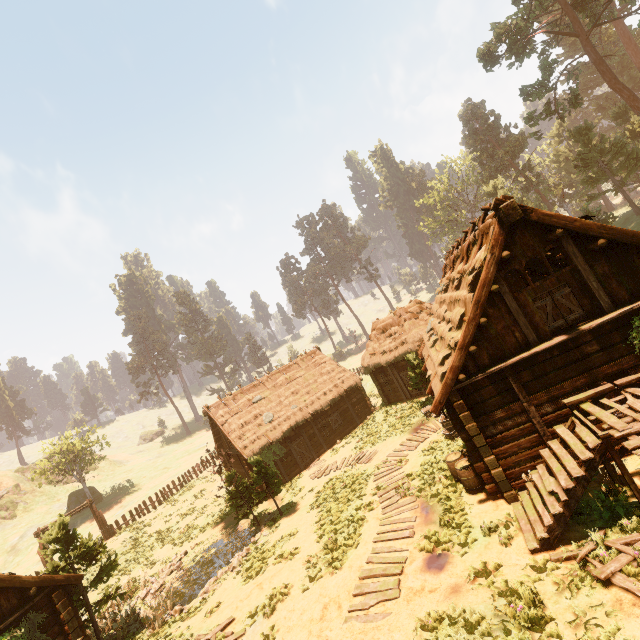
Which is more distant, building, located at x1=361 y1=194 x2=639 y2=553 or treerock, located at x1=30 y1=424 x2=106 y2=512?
treerock, located at x1=30 y1=424 x2=106 y2=512

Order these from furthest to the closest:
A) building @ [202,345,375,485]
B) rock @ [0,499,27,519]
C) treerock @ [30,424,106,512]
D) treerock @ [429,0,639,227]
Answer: rock @ [0,499,27,519] < treerock @ [30,424,106,512] < treerock @ [429,0,639,227] < building @ [202,345,375,485]

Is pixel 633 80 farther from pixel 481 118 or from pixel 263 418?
pixel 263 418

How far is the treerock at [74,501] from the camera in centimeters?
3747cm

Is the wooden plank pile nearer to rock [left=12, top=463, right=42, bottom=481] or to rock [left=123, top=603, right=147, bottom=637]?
rock [left=123, top=603, right=147, bottom=637]

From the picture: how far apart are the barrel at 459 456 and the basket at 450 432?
1.9 meters

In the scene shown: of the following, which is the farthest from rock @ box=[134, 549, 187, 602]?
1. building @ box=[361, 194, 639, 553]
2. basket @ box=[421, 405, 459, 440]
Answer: basket @ box=[421, 405, 459, 440]

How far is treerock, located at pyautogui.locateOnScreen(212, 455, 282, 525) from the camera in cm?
1811
